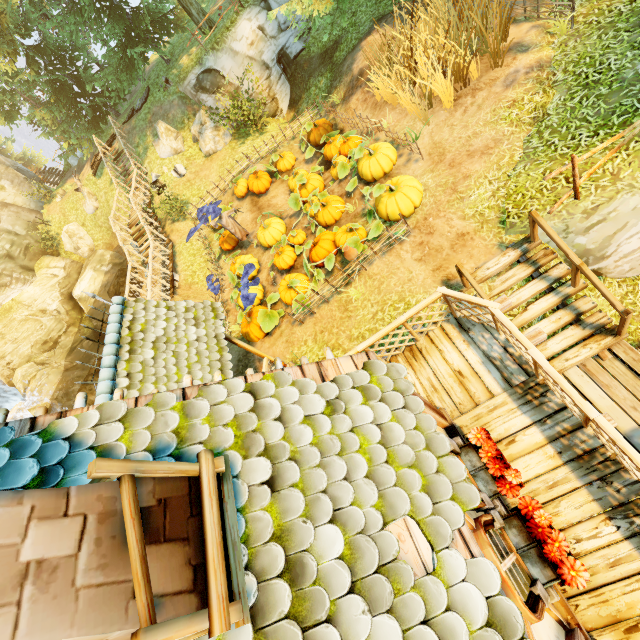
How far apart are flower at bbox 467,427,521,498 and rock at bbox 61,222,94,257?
27.7 meters

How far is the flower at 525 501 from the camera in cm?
338

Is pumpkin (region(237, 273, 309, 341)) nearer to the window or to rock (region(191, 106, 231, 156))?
the window

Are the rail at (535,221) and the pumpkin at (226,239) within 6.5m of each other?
no

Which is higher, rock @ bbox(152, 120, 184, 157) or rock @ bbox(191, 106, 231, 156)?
rock @ bbox(152, 120, 184, 157)

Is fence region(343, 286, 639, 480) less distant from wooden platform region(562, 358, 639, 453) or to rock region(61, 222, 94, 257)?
wooden platform region(562, 358, 639, 453)

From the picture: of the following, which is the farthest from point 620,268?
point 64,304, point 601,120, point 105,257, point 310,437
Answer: point 105,257

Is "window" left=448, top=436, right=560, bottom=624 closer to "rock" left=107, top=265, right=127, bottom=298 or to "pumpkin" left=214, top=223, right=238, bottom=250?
"pumpkin" left=214, top=223, right=238, bottom=250
